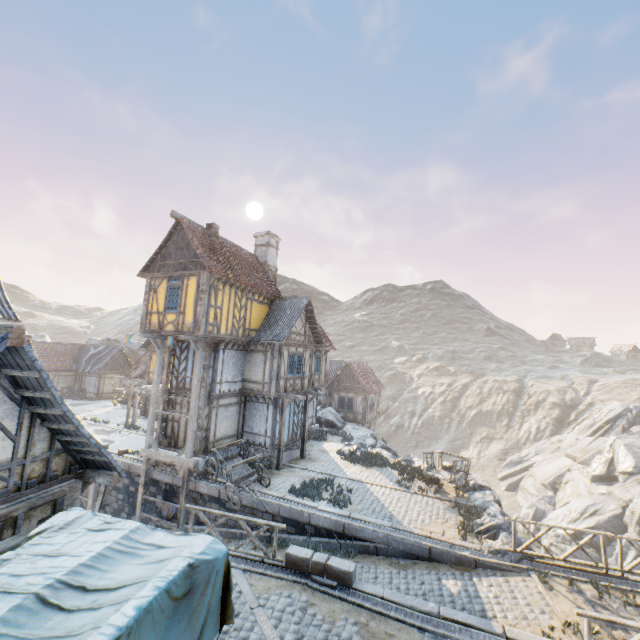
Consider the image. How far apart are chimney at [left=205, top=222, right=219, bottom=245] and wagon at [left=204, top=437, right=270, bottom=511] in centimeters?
1046cm

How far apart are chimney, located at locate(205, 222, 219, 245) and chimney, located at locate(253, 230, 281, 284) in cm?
459

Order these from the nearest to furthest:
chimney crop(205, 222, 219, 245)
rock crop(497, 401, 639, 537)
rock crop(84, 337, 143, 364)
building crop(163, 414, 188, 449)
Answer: building crop(163, 414, 188, 449) < chimney crop(205, 222, 219, 245) < rock crop(497, 401, 639, 537) < rock crop(84, 337, 143, 364)

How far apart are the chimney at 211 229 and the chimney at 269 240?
4.59m

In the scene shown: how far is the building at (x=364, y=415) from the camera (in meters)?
31.89

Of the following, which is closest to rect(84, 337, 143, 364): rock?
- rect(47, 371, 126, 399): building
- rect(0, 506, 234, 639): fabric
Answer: rect(47, 371, 126, 399): building

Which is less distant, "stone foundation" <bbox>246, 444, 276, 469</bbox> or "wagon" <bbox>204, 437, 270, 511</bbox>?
"wagon" <bbox>204, 437, 270, 511</bbox>

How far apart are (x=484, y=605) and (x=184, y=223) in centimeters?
1858cm
